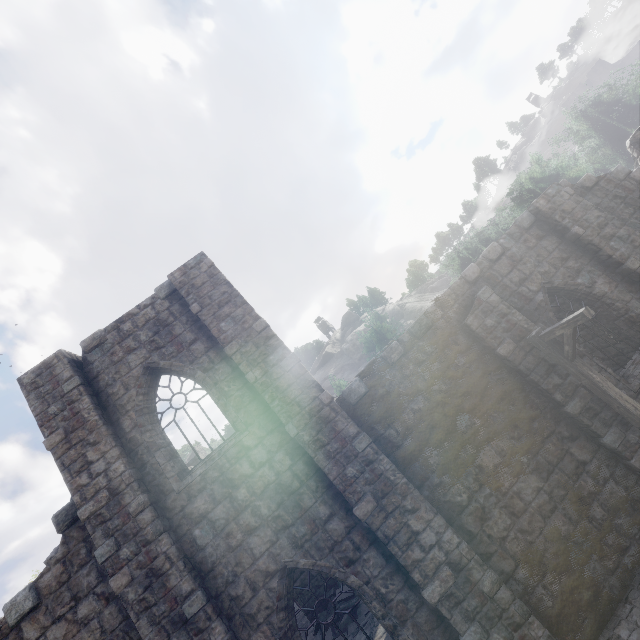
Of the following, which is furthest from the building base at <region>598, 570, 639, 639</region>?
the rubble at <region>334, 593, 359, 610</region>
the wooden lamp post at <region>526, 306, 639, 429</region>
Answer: the rubble at <region>334, 593, 359, 610</region>

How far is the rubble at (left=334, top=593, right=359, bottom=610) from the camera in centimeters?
1302cm

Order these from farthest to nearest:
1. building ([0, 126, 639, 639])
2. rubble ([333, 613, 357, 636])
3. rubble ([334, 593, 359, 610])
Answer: rubble ([334, 593, 359, 610]), rubble ([333, 613, 357, 636]), building ([0, 126, 639, 639])

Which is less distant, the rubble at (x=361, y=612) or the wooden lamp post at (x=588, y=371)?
the wooden lamp post at (x=588, y=371)

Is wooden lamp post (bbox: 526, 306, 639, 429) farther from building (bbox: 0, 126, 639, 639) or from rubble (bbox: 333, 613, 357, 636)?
rubble (bbox: 333, 613, 357, 636)

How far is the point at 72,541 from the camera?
7.3m

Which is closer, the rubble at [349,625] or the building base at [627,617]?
the building base at [627,617]
